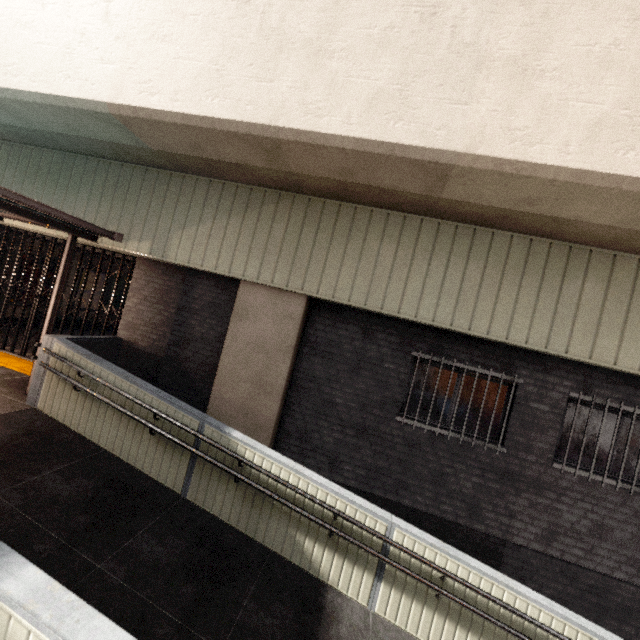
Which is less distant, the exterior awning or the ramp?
the ramp

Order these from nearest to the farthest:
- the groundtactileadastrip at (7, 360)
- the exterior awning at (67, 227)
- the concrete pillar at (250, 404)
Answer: the exterior awning at (67, 227) < the concrete pillar at (250, 404) < the groundtactileadastrip at (7, 360)

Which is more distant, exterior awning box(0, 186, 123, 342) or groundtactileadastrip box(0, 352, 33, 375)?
groundtactileadastrip box(0, 352, 33, 375)

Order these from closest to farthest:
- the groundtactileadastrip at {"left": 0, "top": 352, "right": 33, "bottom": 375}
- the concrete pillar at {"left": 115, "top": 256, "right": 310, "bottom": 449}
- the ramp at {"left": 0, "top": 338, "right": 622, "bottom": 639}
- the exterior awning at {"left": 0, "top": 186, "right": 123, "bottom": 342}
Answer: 1. the ramp at {"left": 0, "top": 338, "right": 622, "bottom": 639}
2. the exterior awning at {"left": 0, "top": 186, "right": 123, "bottom": 342}
3. the concrete pillar at {"left": 115, "top": 256, "right": 310, "bottom": 449}
4. the groundtactileadastrip at {"left": 0, "top": 352, "right": 33, "bottom": 375}

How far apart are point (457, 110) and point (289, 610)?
6.3 meters

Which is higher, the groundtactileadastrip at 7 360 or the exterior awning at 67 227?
the exterior awning at 67 227

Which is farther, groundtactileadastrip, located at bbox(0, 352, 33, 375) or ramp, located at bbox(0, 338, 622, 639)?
groundtactileadastrip, located at bbox(0, 352, 33, 375)

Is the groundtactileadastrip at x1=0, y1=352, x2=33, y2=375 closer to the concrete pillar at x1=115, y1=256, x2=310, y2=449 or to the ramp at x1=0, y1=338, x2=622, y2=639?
the concrete pillar at x1=115, y1=256, x2=310, y2=449
